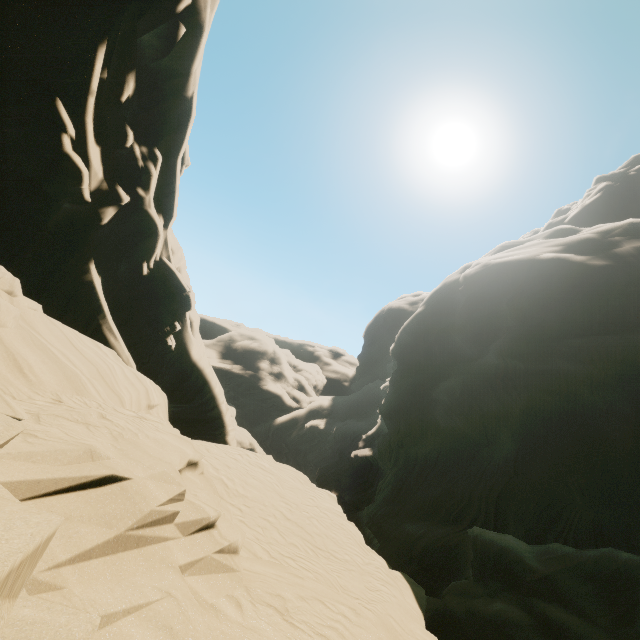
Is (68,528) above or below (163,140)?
below
